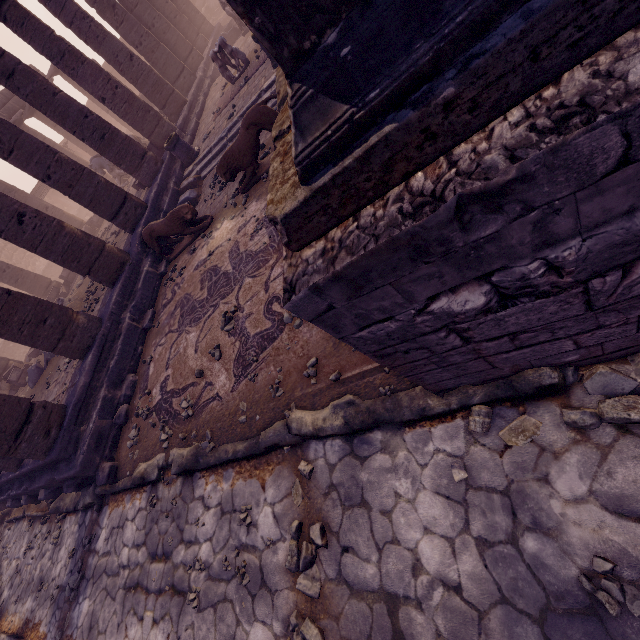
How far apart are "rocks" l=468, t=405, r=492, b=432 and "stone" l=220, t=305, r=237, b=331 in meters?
3.8

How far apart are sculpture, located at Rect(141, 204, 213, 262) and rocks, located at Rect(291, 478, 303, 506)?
6.50m

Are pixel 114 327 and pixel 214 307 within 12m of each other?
yes

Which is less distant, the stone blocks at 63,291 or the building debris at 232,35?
the stone blocks at 63,291

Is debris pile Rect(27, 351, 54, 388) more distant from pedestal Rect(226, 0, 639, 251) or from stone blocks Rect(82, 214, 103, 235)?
pedestal Rect(226, 0, 639, 251)

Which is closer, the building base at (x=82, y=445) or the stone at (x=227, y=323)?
the stone at (x=227, y=323)

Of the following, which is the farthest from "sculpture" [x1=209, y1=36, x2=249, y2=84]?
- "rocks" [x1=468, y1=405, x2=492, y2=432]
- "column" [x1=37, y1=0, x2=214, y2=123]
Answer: "rocks" [x1=468, y1=405, x2=492, y2=432]

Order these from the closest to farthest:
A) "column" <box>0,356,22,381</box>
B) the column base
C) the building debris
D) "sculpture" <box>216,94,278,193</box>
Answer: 1. "sculpture" <box>216,94,278,193</box>
2. the column base
3. "column" <box>0,356,22,381</box>
4. the building debris
